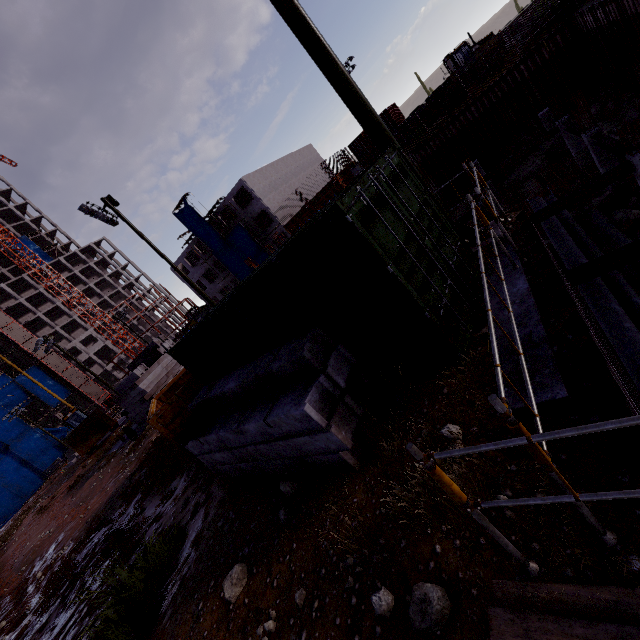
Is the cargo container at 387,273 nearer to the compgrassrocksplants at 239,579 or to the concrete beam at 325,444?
the concrete beam at 325,444

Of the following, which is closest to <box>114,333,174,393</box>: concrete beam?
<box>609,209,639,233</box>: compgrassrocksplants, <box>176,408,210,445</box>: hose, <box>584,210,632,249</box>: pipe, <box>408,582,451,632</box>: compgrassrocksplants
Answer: <box>176,408,210,445</box>: hose

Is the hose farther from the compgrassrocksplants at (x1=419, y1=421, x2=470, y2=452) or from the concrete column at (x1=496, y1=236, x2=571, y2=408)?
the concrete column at (x1=496, y1=236, x2=571, y2=408)

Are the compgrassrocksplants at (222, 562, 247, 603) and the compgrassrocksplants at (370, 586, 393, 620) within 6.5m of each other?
yes

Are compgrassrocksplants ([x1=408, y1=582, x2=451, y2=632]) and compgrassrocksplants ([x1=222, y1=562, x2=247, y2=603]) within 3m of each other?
yes

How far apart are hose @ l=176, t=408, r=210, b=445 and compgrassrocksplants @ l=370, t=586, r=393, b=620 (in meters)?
4.26

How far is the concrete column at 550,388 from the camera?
3.0m

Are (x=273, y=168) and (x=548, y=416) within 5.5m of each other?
no
